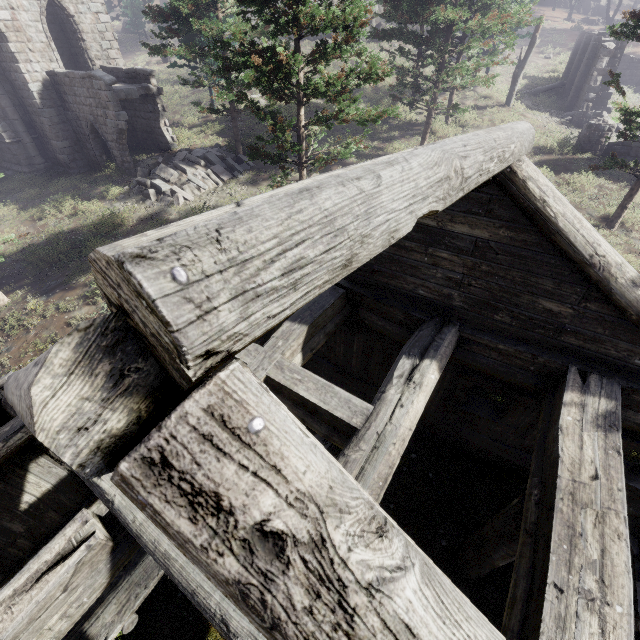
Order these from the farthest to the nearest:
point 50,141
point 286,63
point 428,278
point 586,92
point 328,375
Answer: point 586,92 < point 50,141 < point 328,375 < point 286,63 < point 428,278

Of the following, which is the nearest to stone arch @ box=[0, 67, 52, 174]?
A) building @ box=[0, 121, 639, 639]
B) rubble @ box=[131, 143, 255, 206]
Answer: building @ box=[0, 121, 639, 639]

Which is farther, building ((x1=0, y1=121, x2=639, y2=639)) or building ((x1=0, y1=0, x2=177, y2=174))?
building ((x1=0, y1=0, x2=177, y2=174))

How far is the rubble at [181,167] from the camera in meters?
16.5

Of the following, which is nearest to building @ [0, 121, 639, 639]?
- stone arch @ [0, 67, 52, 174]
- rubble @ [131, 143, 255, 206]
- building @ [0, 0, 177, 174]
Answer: stone arch @ [0, 67, 52, 174]

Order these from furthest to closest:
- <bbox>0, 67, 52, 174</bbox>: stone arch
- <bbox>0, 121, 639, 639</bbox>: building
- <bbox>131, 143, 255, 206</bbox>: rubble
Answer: <bbox>0, 67, 52, 174</bbox>: stone arch → <bbox>131, 143, 255, 206</bbox>: rubble → <bbox>0, 121, 639, 639</bbox>: building

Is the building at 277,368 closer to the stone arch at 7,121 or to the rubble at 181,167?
the stone arch at 7,121

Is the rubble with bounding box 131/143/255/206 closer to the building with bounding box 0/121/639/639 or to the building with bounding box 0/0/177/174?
the building with bounding box 0/0/177/174
